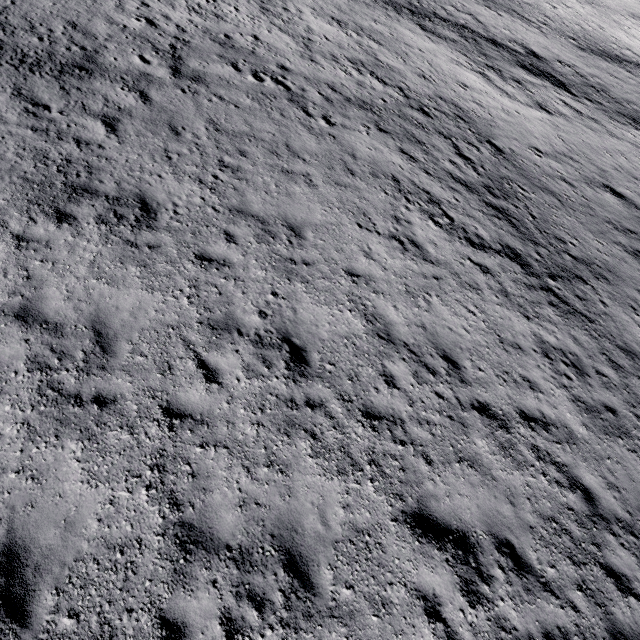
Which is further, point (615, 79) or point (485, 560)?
point (615, 79)
